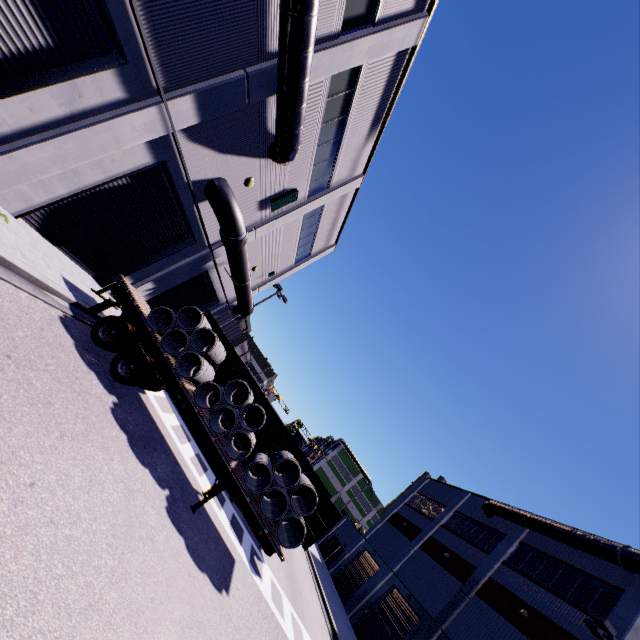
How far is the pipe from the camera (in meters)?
12.38

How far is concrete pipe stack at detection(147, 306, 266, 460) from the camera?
9.8m

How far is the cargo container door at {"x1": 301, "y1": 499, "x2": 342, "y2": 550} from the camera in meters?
12.8

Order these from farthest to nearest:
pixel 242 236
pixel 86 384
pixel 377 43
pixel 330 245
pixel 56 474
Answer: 1. pixel 330 245
2. pixel 242 236
3. pixel 377 43
4. pixel 86 384
5. pixel 56 474

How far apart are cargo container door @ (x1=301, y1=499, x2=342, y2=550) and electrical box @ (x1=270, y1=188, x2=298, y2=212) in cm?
1366

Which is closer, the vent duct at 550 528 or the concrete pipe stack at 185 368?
the concrete pipe stack at 185 368

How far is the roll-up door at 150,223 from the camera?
10.0m

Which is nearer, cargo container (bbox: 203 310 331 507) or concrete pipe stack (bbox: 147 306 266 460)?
concrete pipe stack (bbox: 147 306 266 460)
